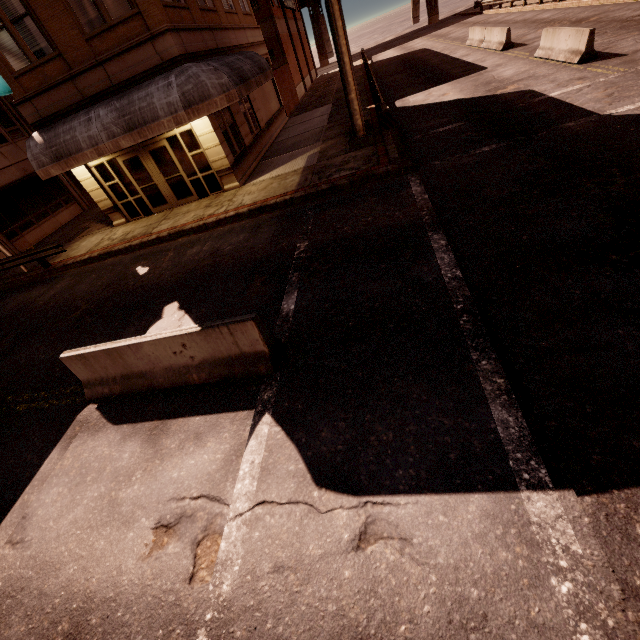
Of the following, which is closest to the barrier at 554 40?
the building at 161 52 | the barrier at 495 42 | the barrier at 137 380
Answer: the barrier at 495 42

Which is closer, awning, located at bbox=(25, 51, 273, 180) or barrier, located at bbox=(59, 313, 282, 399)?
barrier, located at bbox=(59, 313, 282, 399)

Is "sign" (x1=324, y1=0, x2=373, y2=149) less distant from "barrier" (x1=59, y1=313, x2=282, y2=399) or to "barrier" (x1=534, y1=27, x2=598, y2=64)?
"barrier" (x1=534, y1=27, x2=598, y2=64)

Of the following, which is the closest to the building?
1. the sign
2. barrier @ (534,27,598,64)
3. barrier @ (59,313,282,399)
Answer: the sign

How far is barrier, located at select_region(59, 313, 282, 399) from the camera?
5.11m

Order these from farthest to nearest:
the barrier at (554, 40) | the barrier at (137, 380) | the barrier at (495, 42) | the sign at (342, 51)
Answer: the barrier at (495, 42) → the barrier at (554, 40) → the sign at (342, 51) → the barrier at (137, 380)

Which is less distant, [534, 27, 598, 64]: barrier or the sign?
the sign

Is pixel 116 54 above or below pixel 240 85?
above
